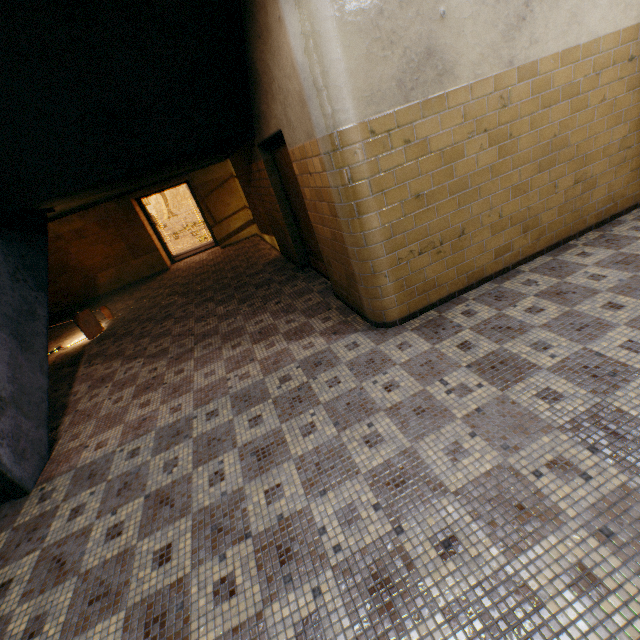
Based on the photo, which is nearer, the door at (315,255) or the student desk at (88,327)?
the door at (315,255)

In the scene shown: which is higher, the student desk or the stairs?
the stairs

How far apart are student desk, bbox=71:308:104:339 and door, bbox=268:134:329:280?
4.5 meters

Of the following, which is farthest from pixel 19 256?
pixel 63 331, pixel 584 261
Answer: pixel 584 261

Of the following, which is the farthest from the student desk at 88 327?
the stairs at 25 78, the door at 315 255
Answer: the door at 315 255

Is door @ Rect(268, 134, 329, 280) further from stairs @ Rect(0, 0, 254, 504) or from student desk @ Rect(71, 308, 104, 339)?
student desk @ Rect(71, 308, 104, 339)

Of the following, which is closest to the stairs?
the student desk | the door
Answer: the door
